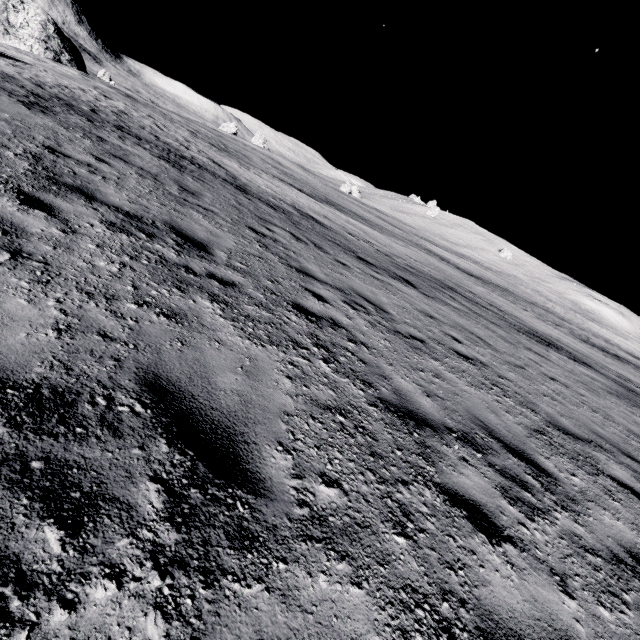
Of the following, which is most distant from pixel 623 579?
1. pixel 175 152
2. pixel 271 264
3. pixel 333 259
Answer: pixel 175 152
